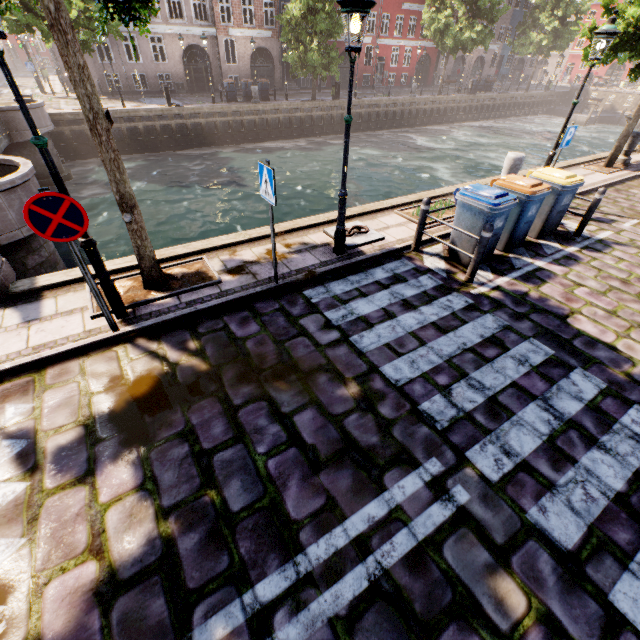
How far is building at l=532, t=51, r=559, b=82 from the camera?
56.1 meters

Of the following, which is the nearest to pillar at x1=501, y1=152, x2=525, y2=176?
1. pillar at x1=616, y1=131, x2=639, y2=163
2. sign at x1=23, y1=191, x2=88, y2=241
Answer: pillar at x1=616, y1=131, x2=639, y2=163

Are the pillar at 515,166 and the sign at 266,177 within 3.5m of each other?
no

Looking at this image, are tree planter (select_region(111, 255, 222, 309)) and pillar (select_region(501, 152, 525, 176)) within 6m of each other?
no

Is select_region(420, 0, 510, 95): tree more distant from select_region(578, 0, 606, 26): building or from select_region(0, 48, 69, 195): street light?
select_region(578, 0, 606, 26): building

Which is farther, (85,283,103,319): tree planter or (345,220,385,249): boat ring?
(345,220,385,249): boat ring

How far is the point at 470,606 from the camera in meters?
2.5

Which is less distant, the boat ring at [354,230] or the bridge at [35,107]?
the boat ring at [354,230]
